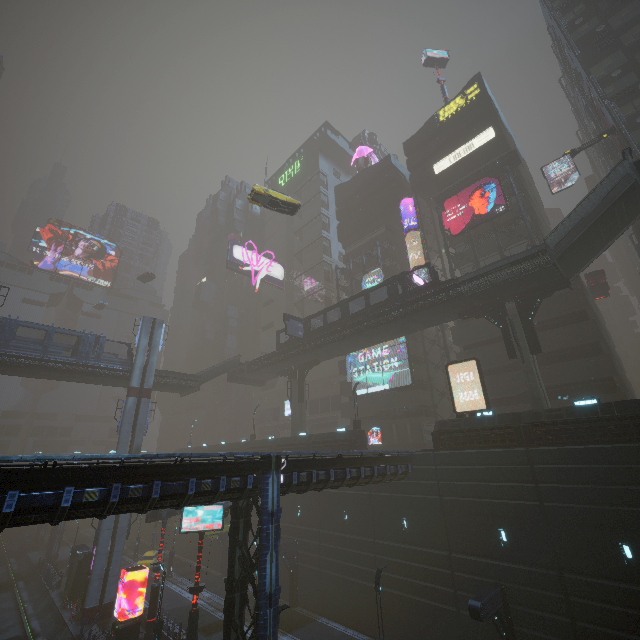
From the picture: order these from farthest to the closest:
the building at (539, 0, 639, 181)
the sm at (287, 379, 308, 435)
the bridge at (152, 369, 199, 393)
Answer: the sm at (287, 379, 308, 435), the bridge at (152, 369, 199, 393), the building at (539, 0, 639, 181)

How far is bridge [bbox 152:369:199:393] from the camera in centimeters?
3659cm

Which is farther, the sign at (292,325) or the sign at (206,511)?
the sign at (292,325)

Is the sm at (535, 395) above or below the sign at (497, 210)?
below

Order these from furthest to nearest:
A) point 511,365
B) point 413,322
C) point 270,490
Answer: point 511,365
point 413,322
point 270,490

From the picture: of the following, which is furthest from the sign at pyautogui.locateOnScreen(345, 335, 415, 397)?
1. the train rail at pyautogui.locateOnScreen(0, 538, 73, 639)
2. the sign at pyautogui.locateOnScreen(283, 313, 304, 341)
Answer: the train rail at pyautogui.locateOnScreen(0, 538, 73, 639)

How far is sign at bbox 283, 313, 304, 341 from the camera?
35.9 meters

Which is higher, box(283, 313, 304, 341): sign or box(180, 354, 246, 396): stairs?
box(283, 313, 304, 341): sign
